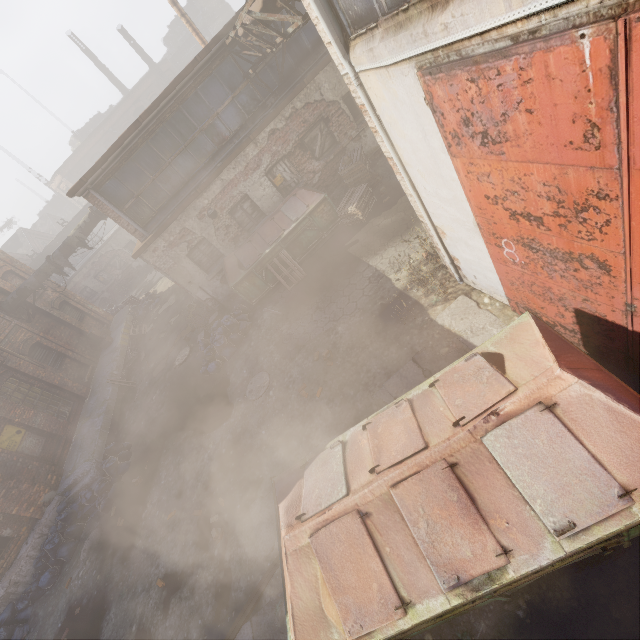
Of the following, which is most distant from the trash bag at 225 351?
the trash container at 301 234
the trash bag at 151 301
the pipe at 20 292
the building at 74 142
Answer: the building at 74 142

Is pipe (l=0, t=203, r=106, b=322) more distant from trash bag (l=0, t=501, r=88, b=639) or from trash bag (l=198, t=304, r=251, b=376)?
trash bag (l=0, t=501, r=88, b=639)

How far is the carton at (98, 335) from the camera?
17.4m

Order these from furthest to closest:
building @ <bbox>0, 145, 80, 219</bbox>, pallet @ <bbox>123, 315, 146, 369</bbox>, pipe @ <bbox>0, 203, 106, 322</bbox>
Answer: building @ <bbox>0, 145, 80, 219</bbox>
pallet @ <bbox>123, 315, 146, 369</bbox>
pipe @ <bbox>0, 203, 106, 322</bbox>

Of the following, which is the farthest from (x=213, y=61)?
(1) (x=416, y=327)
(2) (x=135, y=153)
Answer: (1) (x=416, y=327)

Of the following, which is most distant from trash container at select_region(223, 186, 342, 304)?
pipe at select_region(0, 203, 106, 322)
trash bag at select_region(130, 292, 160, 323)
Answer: trash bag at select_region(130, 292, 160, 323)

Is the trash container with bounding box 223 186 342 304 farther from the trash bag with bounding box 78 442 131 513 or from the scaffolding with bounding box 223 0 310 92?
the trash bag with bounding box 78 442 131 513

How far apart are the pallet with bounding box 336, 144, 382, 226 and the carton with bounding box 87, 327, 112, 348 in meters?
15.1
